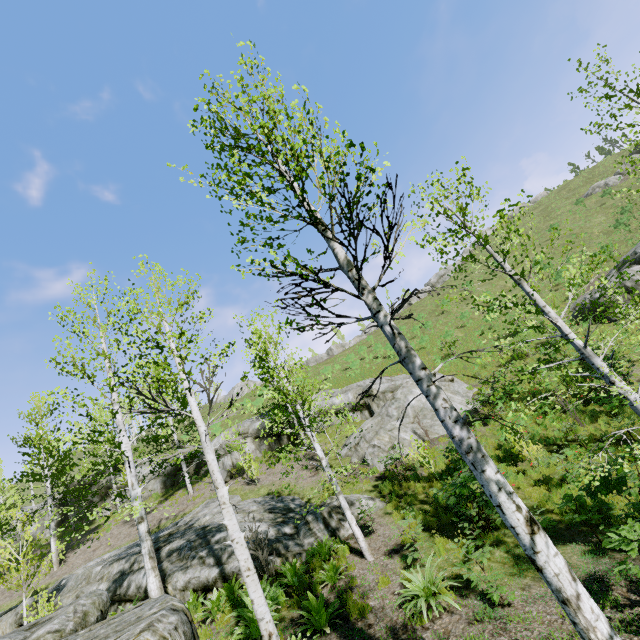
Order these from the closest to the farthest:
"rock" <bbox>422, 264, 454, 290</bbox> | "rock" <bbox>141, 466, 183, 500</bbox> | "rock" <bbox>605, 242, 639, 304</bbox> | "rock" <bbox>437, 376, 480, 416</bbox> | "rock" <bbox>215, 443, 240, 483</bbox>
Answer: "rock" <bbox>437, 376, 480, 416</bbox> → "rock" <bbox>605, 242, 639, 304</bbox> → "rock" <bbox>215, 443, 240, 483</bbox> → "rock" <bbox>141, 466, 183, 500</bbox> → "rock" <bbox>422, 264, 454, 290</bbox>

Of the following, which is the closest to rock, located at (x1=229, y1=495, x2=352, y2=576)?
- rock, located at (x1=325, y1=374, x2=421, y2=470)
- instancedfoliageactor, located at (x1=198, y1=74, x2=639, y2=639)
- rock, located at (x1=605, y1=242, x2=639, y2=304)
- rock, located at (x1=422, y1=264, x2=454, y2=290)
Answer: instancedfoliageactor, located at (x1=198, y1=74, x2=639, y2=639)

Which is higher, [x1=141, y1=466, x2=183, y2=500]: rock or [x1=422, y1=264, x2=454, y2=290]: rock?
[x1=422, y1=264, x2=454, y2=290]: rock

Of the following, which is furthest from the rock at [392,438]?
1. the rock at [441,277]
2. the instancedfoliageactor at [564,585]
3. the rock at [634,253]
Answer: the rock at [441,277]

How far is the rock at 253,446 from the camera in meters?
22.9

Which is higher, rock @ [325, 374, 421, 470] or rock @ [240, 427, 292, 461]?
rock @ [240, 427, 292, 461]

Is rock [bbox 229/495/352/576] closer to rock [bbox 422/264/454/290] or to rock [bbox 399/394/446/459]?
rock [bbox 399/394/446/459]

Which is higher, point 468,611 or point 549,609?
point 468,611
